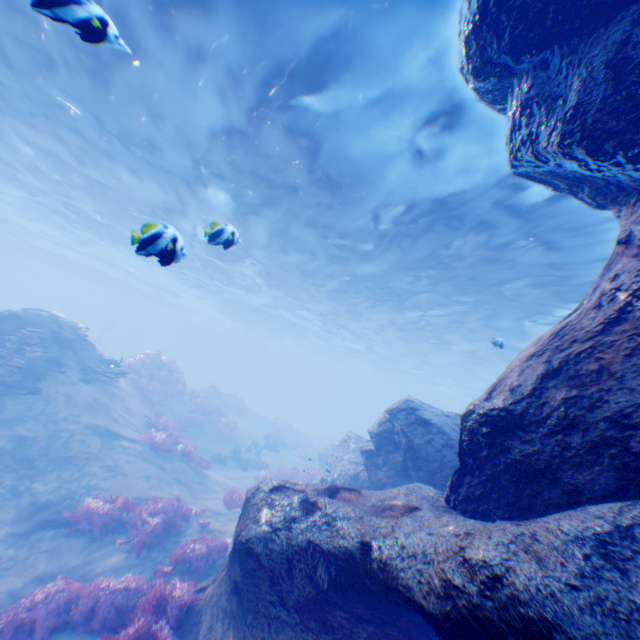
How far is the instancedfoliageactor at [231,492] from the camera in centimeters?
1201cm

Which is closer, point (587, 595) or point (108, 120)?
point (587, 595)

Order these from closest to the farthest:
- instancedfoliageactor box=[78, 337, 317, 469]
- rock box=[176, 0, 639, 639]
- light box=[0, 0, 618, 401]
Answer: rock box=[176, 0, 639, 639], light box=[0, 0, 618, 401], instancedfoliageactor box=[78, 337, 317, 469]

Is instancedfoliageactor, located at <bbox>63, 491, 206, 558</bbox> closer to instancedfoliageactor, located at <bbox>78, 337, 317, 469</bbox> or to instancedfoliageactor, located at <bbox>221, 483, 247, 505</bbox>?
instancedfoliageactor, located at <bbox>221, 483, 247, 505</bbox>

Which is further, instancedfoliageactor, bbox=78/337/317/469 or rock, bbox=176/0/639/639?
Answer: instancedfoliageactor, bbox=78/337/317/469

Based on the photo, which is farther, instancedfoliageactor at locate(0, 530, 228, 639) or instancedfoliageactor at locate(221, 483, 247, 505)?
instancedfoliageactor at locate(221, 483, 247, 505)

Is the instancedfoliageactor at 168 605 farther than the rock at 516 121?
Yes
